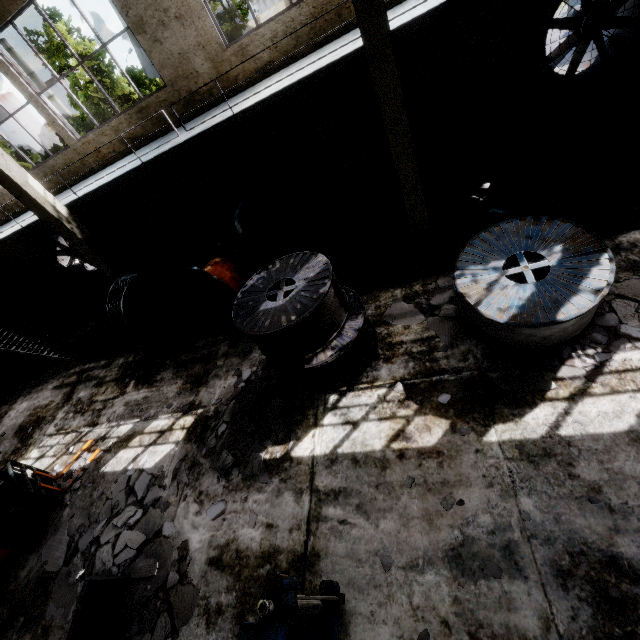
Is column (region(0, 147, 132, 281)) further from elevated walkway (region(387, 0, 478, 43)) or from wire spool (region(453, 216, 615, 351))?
wire spool (region(453, 216, 615, 351))

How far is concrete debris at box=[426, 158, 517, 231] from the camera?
7.70m

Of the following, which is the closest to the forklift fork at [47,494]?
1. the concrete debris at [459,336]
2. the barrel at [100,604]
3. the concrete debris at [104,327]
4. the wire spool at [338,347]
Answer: the barrel at [100,604]

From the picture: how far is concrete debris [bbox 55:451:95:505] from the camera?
7.3m

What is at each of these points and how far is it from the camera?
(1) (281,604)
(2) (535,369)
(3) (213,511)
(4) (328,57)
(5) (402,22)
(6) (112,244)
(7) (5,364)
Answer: (1) cable machine frame, 2.95m
(2) concrete debris, 4.94m
(3) concrete debris, 5.62m
(4) elevated walkway, 6.55m
(5) elevated walkway, 5.70m
(6) power box, 12.25m
(7) concrete debris, 14.19m

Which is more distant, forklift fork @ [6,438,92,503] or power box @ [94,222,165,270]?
power box @ [94,222,165,270]

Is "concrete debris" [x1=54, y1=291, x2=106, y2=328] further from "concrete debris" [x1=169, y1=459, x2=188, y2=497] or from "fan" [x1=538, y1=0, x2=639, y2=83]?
"fan" [x1=538, y1=0, x2=639, y2=83]

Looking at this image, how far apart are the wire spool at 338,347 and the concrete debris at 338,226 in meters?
2.3
